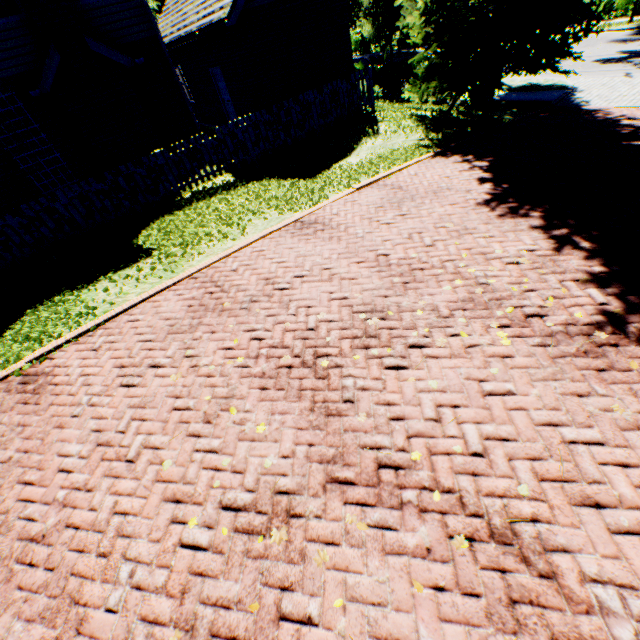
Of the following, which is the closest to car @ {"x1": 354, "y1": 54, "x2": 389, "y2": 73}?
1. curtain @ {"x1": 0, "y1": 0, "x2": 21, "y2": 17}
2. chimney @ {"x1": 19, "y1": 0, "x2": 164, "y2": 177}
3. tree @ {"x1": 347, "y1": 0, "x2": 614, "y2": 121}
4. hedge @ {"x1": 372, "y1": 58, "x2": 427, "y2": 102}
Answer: tree @ {"x1": 347, "y1": 0, "x2": 614, "y2": 121}

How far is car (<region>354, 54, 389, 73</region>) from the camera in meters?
21.0

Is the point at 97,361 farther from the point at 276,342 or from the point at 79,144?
the point at 79,144

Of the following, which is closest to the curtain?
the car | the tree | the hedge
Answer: the tree

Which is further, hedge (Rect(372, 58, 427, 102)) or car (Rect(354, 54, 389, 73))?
car (Rect(354, 54, 389, 73))

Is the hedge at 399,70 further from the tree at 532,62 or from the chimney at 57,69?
the chimney at 57,69

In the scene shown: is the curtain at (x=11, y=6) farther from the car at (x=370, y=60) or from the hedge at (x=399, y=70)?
the car at (x=370, y=60)

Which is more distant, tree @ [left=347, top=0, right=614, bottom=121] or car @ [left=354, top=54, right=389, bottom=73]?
car @ [left=354, top=54, right=389, bottom=73]
